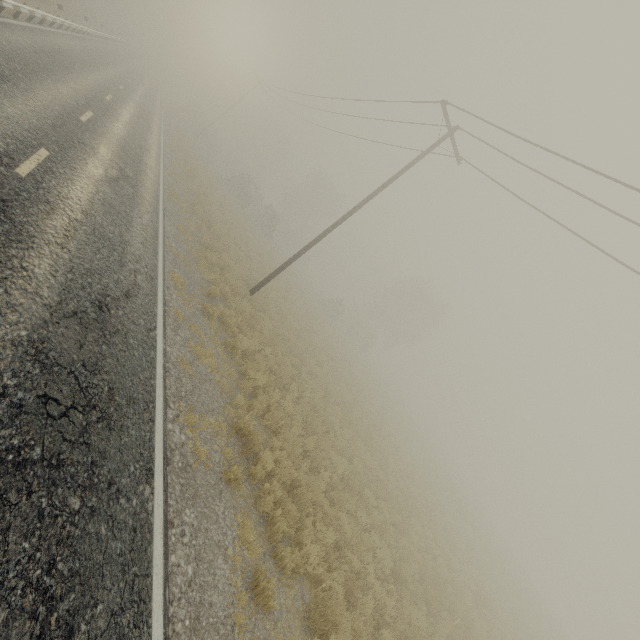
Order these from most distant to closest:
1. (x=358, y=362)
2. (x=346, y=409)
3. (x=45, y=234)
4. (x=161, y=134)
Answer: (x=358, y=362) → (x=161, y=134) → (x=346, y=409) → (x=45, y=234)
